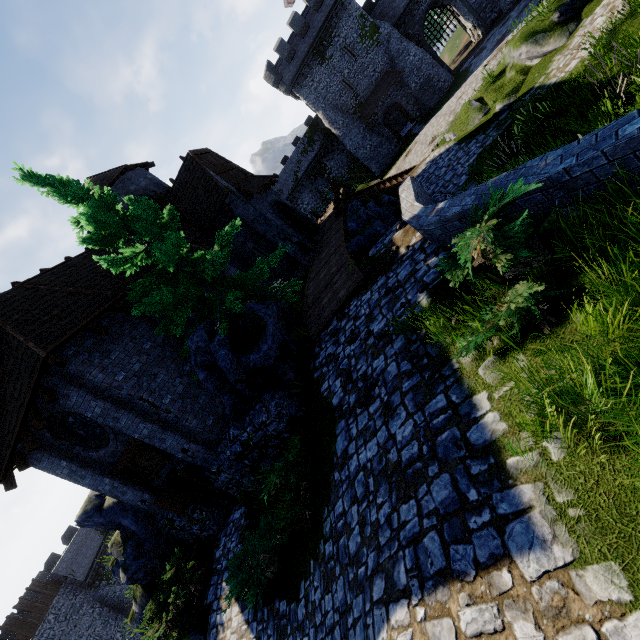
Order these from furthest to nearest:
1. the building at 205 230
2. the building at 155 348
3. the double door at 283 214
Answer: the double door at 283 214, the building at 205 230, the building at 155 348

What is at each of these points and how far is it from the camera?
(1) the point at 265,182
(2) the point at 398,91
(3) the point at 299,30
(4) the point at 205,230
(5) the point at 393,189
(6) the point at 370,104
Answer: (1) awning, 20.73m
(2) building, 35.91m
(3) building, 32.88m
(4) building, 18.05m
(5) stairs, 18.58m
(6) awning, 36.12m

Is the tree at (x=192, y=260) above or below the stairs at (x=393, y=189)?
above

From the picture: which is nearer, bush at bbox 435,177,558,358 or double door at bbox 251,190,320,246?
bush at bbox 435,177,558,358

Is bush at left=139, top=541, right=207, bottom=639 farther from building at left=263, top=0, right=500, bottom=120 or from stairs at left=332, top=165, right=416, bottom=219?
building at left=263, top=0, right=500, bottom=120

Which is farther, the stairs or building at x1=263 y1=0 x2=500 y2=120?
building at x1=263 y1=0 x2=500 y2=120

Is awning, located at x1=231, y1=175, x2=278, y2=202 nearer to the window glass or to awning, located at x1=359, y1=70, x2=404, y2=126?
the window glass

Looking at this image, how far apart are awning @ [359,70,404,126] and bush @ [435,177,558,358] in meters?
38.4
